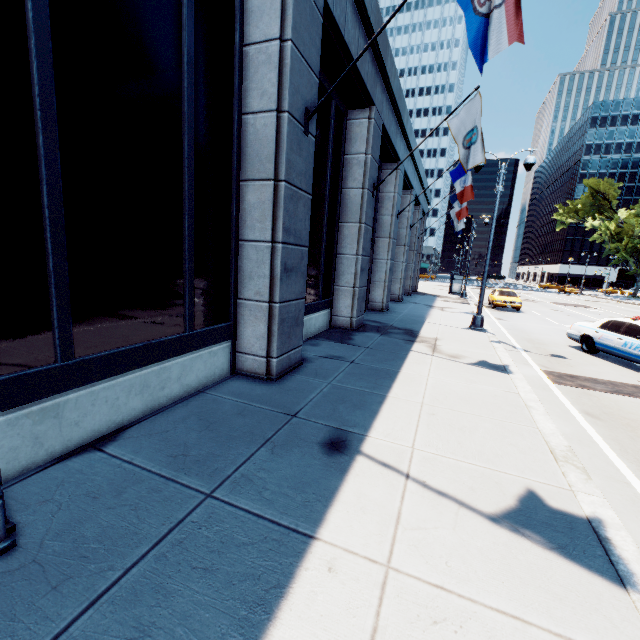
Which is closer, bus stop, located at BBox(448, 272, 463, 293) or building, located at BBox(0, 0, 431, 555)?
building, located at BBox(0, 0, 431, 555)

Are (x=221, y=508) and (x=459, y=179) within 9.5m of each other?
no

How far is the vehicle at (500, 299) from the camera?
23.22m

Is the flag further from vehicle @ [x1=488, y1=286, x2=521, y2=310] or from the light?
vehicle @ [x1=488, y1=286, x2=521, y2=310]

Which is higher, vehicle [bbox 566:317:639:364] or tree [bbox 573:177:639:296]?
tree [bbox 573:177:639:296]

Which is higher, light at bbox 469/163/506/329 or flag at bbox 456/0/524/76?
flag at bbox 456/0/524/76

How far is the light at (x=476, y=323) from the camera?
13.34m

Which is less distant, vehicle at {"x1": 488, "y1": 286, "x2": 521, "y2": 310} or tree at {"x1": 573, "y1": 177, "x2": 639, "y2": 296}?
vehicle at {"x1": 488, "y1": 286, "x2": 521, "y2": 310}
